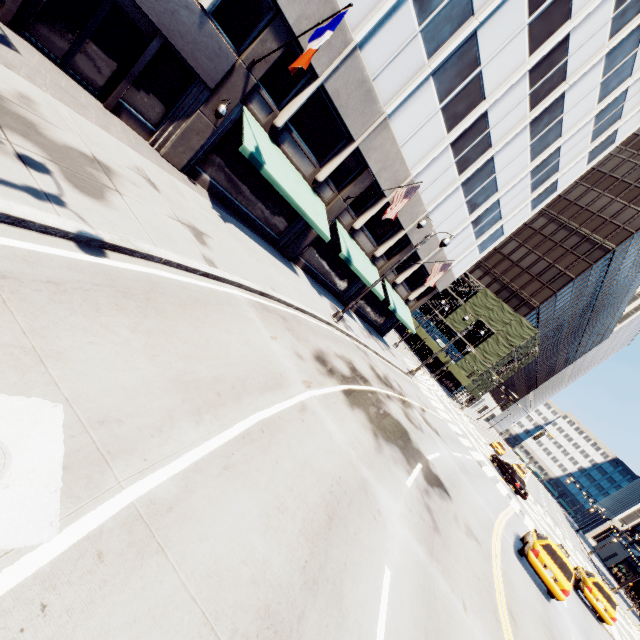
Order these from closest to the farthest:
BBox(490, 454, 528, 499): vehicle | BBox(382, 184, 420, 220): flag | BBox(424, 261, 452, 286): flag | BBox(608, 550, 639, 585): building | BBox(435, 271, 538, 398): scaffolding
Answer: BBox(382, 184, 420, 220): flag → BBox(424, 261, 452, 286): flag → BBox(490, 454, 528, 499): vehicle → BBox(435, 271, 538, 398): scaffolding → BBox(608, 550, 639, 585): building

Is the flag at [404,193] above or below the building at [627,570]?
above

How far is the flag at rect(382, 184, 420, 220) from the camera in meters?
16.4

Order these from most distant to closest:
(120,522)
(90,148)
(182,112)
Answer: (182,112) → (90,148) → (120,522)

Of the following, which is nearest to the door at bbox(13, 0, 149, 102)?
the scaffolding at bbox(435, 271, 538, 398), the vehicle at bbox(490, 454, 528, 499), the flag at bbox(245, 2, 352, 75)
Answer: the flag at bbox(245, 2, 352, 75)

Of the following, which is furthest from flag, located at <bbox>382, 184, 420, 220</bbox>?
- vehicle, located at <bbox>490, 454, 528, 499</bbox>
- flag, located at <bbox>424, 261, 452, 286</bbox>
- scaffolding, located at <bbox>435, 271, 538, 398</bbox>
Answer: scaffolding, located at <bbox>435, 271, 538, 398</bbox>

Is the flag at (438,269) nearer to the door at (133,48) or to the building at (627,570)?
the door at (133,48)

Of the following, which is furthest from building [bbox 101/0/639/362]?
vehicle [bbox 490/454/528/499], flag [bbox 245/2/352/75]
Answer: vehicle [bbox 490/454/528/499]
